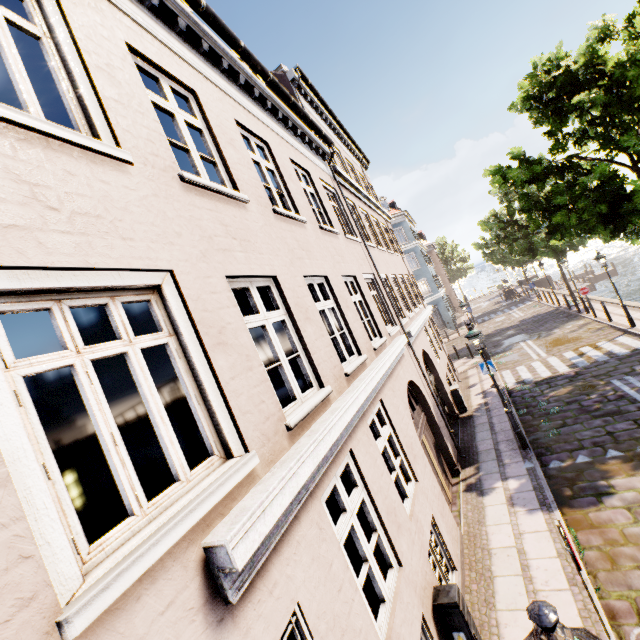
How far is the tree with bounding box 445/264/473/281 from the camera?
57.7 meters

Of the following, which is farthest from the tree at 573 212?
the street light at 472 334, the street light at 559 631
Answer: the street light at 472 334

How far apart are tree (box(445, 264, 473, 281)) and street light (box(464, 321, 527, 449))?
52.2 meters

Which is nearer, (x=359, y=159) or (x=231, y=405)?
(x=231, y=405)

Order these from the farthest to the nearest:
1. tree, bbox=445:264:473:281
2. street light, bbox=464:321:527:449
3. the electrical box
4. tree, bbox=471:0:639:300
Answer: tree, bbox=445:264:473:281 → tree, bbox=471:0:639:300 → street light, bbox=464:321:527:449 → the electrical box

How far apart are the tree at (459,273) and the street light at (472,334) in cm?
5224

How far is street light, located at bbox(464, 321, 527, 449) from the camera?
9.36m

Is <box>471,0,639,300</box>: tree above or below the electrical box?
above
